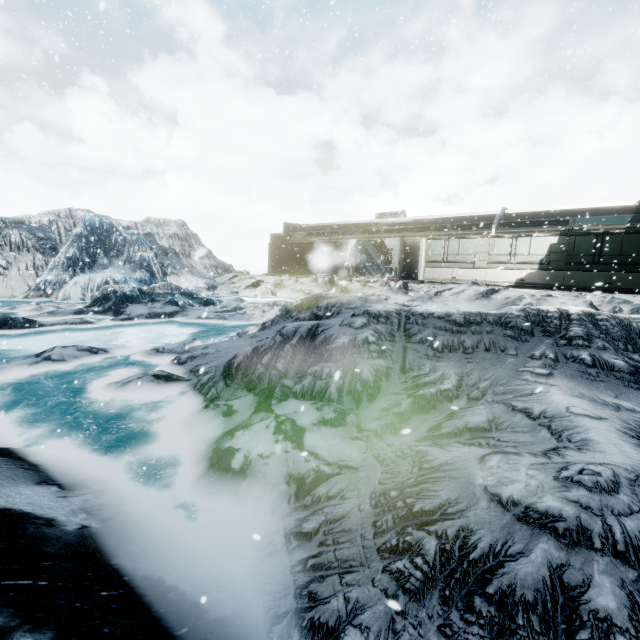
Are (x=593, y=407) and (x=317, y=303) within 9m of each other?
yes
